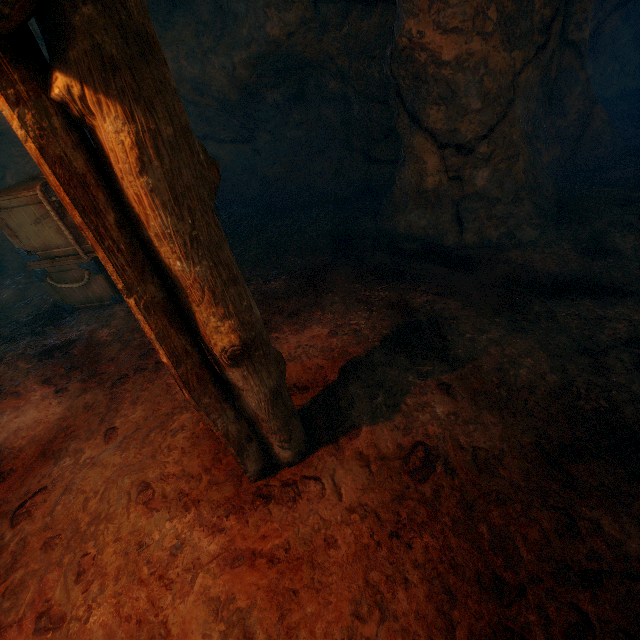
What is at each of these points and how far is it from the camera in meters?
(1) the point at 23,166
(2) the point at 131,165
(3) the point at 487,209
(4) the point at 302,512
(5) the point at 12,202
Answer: (1) burlap sack, 6.4
(2) lantern, 1.0
(3) z, 4.2
(4) burlap sack, 2.2
(5) wooden box, 3.8

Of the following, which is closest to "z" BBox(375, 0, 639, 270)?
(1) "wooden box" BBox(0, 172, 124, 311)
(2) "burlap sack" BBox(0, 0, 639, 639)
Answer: (2) "burlap sack" BBox(0, 0, 639, 639)

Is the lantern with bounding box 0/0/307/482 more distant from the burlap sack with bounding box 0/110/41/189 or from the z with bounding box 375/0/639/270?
the z with bounding box 375/0/639/270

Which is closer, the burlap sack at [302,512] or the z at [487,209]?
the burlap sack at [302,512]

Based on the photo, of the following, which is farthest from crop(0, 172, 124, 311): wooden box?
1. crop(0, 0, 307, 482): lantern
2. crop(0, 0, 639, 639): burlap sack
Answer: crop(0, 0, 307, 482): lantern

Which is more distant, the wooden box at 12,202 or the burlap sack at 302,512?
the wooden box at 12,202

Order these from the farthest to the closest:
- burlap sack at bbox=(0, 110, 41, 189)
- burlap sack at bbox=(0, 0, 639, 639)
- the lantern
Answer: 1. burlap sack at bbox=(0, 110, 41, 189)
2. burlap sack at bbox=(0, 0, 639, 639)
3. the lantern
